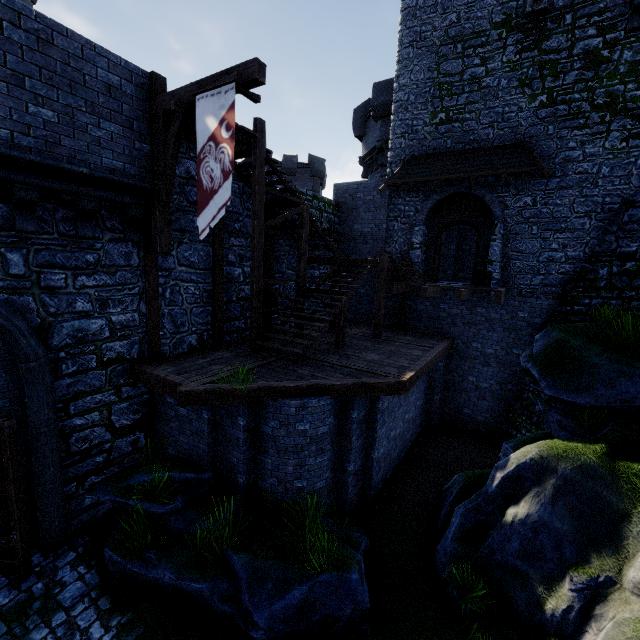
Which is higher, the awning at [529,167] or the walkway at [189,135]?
the awning at [529,167]

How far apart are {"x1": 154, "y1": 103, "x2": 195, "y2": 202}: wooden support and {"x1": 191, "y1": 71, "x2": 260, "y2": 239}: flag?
0.4 meters

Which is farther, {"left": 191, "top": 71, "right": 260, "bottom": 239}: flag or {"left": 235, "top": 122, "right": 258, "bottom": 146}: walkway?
{"left": 235, "top": 122, "right": 258, "bottom": 146}: walkway

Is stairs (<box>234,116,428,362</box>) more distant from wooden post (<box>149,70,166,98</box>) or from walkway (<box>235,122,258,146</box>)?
wooden post (<box>149,70,166,98</box>)

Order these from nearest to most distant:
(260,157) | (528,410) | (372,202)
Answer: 1. (260,157)
2. (528,410)
3. (372,202)

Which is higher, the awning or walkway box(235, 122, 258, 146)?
the awning

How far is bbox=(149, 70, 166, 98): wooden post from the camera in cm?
731

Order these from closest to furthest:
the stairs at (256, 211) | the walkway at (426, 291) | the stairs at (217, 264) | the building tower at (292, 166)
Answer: the stairs at (256, 211)
the stairs at (217, 264)
the walkway at (426, 291)
the building tower at (292, 166)
